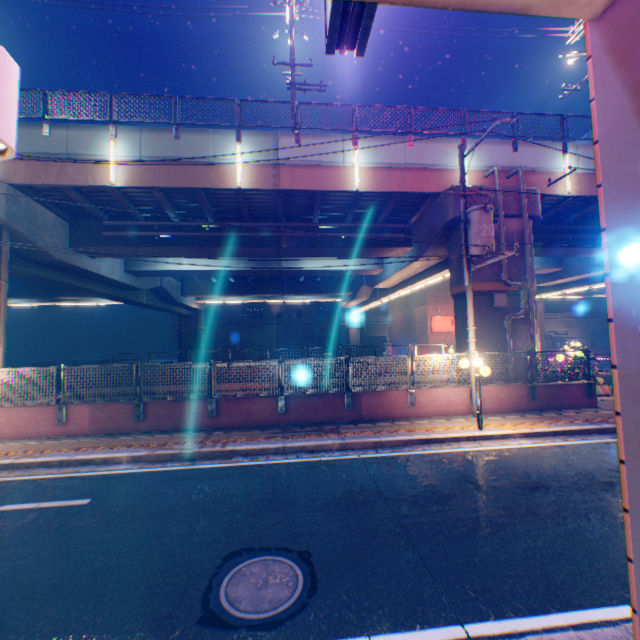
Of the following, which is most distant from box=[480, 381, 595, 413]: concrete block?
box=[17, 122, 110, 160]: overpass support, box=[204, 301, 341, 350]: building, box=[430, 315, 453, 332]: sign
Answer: box=[204, 301, 341, 350]: building

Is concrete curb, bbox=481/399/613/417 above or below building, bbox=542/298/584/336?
below

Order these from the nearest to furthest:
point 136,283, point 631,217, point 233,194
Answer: point 631,217, point 233,194, point 136,283

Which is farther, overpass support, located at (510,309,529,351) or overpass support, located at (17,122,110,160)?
overpass support, located at (510,309,529,351)

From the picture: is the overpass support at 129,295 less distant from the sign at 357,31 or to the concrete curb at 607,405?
the concrete curb at 607,405

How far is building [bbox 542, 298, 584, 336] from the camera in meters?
59.5 m

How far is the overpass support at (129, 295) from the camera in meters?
15.1 m

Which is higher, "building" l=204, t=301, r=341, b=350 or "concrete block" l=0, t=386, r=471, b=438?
"building" l=204, t=301, r=341, b=350
